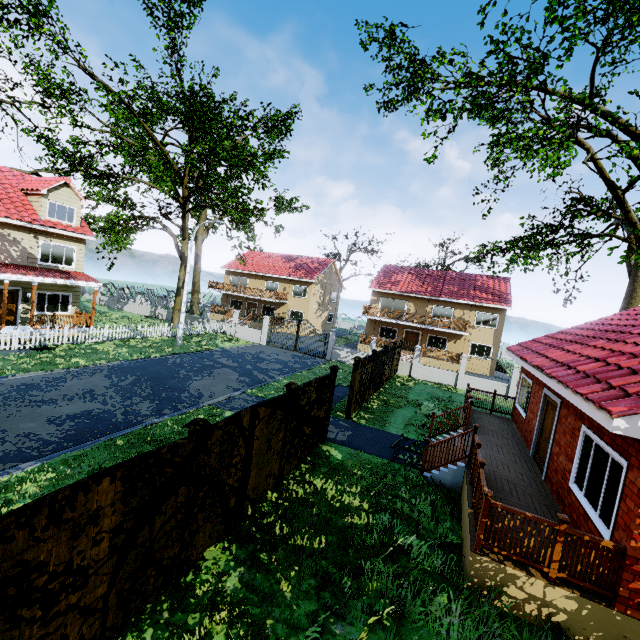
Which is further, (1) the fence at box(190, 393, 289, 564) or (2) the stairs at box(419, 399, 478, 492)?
(2) the stairs at box(419, 399, 478, 492)

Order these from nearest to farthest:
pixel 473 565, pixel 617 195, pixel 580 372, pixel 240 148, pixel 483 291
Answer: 1. pixel 473 565
2. pixel 580 372
3. pixel 240 148
4. pixel 617 195
5. pixel 483 291

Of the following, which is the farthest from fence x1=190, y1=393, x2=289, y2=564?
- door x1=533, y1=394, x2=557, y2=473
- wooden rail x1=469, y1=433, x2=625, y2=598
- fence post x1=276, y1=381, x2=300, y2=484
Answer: door x1=533, y1=394, x2=557, y2=473

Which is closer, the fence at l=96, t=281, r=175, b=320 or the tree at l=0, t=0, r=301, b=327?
the tree at l=0, t=0, r=301, b=327

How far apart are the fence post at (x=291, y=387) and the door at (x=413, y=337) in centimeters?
2713cm

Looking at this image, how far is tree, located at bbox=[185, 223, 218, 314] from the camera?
41.3 meters

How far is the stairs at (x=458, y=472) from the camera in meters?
8.9

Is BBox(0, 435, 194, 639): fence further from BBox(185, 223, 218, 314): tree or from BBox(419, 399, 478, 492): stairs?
BBox(419, 399, 478, 492): stairs
